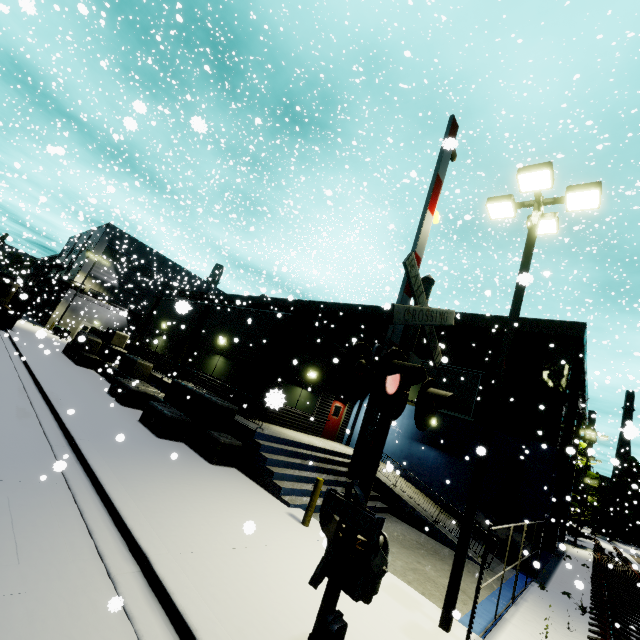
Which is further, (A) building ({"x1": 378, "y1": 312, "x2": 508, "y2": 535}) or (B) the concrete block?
(A) building ({"x1": 378, "y1": 312, "x2": 508, "y2": 535})

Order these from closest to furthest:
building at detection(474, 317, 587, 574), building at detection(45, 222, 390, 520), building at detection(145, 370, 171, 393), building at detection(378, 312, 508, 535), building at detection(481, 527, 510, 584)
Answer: building at detection(481, 527, 510, 584), building at detection(45, 222, 390, 520), building at detection(474, 317, 587, 574), building at detection(378, 312, 508, 535), building at detection(145, 370, 171, 393)

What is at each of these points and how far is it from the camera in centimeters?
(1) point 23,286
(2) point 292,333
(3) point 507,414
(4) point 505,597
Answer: (1) semi trailer, 3262cm
(2) building, 1541cm
(3) building, 1560cm
(4) building, 912cm

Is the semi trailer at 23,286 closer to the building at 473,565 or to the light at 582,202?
the building at 473,565

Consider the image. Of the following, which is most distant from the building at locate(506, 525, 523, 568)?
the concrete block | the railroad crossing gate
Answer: the railroad crossing gate

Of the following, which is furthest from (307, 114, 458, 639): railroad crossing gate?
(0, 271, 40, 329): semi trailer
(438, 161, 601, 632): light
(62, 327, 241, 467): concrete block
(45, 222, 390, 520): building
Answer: (0, 271, 40, 329): semi trailer

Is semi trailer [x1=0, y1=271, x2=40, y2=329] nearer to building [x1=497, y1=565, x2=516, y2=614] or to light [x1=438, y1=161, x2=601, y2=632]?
building [x1=497, y1=565, x2=516, y2=614]

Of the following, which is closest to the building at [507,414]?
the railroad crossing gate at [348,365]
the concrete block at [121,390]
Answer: the concrete block at [121,390]
